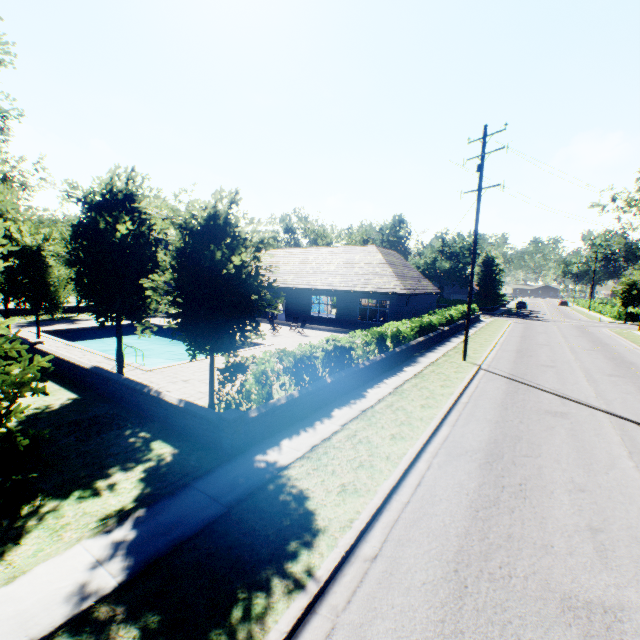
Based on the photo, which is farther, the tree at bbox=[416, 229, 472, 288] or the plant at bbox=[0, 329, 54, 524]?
the tree at bbox=[416, 229, 472, 288]

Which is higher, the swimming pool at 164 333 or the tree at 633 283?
the tree at 633 283

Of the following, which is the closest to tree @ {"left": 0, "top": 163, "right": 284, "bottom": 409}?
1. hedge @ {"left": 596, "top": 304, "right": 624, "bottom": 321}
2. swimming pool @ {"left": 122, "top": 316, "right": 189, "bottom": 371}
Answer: swimming pool @ {"left": 122, "top": 316, "right": 189, "bottom": 371}

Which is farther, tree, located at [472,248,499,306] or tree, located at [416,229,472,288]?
tree, located at [472,248,499,306]

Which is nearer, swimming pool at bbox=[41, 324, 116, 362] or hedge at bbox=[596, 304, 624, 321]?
swimming pool at bbox=[41, 324, 116, 362]

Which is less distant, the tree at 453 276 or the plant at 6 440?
the plant at 6 440

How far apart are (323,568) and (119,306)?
11.4 meters

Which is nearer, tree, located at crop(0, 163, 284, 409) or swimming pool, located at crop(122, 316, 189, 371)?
tree, located at crop(0, 163, 284, 409)
